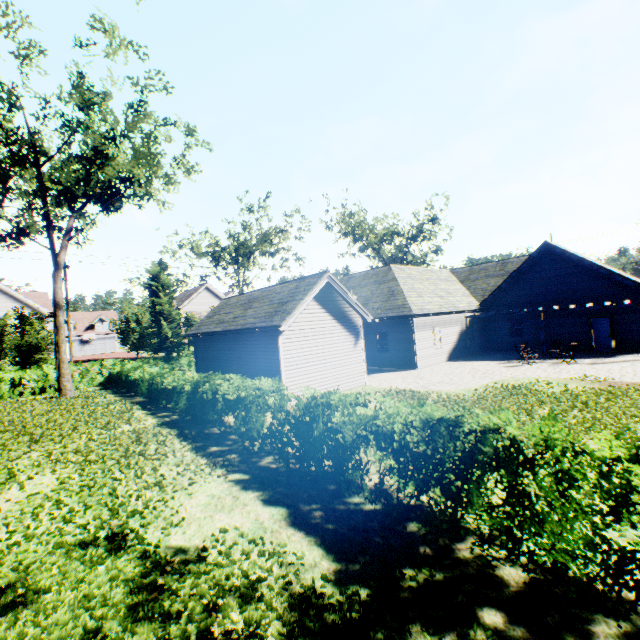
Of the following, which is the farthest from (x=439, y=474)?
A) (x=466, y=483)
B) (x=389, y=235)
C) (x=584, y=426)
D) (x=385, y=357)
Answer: (x=389, y=235)

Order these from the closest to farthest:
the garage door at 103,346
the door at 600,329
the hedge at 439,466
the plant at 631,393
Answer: the hedge at 439,466 → the plant at 631,393 → the door at 600,329 → the garage door at 103,346

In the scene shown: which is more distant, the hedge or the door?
the door

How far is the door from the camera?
20.2m

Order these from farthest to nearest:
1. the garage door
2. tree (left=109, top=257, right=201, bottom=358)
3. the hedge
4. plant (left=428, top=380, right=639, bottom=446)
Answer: the garage door, tree (left=109, top=257, right=201, bottom=358), plant (left=428, top=380, right=639, bottom=446), the hedge

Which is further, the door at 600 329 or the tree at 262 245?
the tree at 262 245

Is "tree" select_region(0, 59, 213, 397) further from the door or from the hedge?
the door

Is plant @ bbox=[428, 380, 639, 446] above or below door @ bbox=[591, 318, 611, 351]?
below
